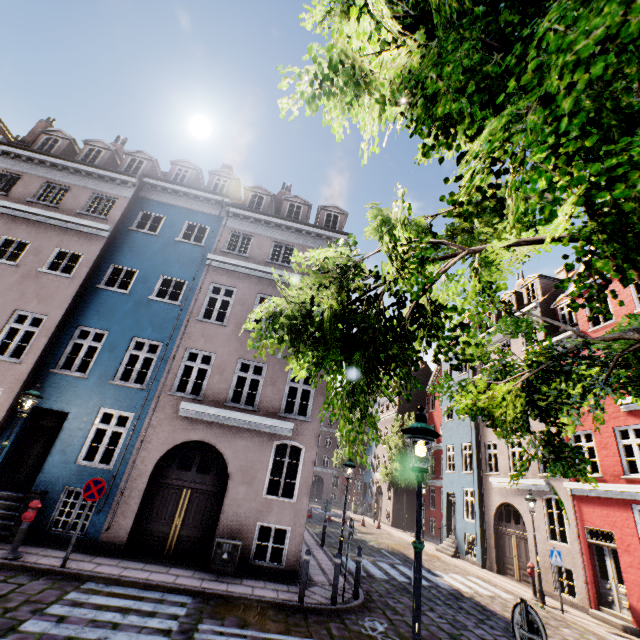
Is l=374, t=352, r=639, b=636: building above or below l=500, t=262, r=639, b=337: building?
below

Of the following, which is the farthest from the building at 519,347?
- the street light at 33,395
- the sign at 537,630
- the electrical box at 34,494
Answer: the sign at 537,630

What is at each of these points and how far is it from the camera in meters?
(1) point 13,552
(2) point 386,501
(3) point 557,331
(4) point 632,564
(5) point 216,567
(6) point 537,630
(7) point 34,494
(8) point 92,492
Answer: (1) hydrant, 7.7
(2) building, 32.1
(3) building, 17.2
(4) building, 10.9
(5) electrical box, 9.2
(6) sign, 3.6
(7) electrical box, 9.1
(8) sign, 8.3

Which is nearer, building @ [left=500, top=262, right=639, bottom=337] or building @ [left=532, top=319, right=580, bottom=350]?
building @ [left=500, top=262, right=639, bottom=337]

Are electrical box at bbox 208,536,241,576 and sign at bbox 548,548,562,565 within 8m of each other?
no

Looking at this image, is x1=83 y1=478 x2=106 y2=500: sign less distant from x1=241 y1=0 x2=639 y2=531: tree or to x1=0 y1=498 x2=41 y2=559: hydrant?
x1=0 y1=498 x2=41 y2=559: hydrant

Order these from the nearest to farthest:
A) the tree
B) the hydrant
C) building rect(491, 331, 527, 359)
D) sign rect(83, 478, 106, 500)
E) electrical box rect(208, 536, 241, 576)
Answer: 1. the tree
2. the hydrant
3. sign rect(83, 478, 106, 500)
4. electrical box rect(208, 536, 241, 576)
5. building rect(491, 331, 527, 359)

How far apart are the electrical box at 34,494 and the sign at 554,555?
17.2m
